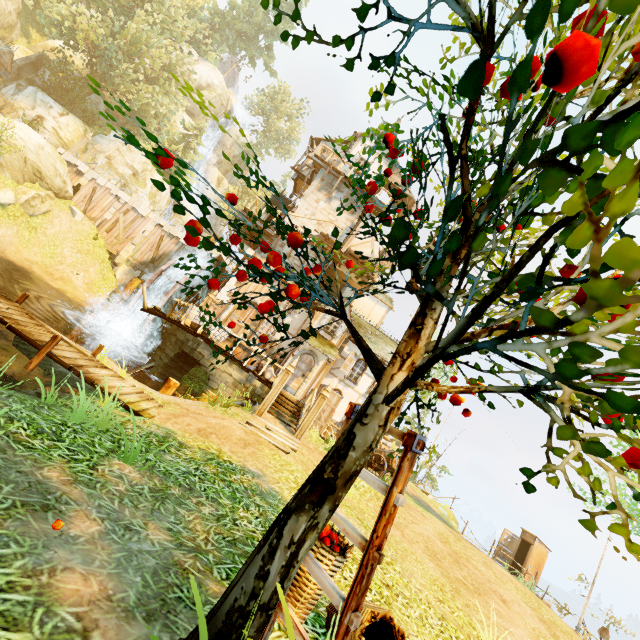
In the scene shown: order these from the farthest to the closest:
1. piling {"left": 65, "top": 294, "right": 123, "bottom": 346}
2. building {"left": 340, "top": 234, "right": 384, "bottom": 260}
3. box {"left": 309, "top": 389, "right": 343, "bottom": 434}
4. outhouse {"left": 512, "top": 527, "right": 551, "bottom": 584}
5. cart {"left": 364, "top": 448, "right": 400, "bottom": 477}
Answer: outhouse {"left": 512, "top": 527, "right": 551, "bottom": 584} → building {"left": 340, "top": 234, "right": 384, "bottom": 260} → piling {"left": 65, "top": 294, "right": 123, "bottom": 346} → box {"left": 309, "top": 389, "right": 343, "bottom": 434} → cart {"left": 364, "top": 448, "right": 400, "bottom": 477}

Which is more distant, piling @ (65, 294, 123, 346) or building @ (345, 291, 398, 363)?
building @ (345, 291, 398, 363)

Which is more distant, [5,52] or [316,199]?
[5,52]

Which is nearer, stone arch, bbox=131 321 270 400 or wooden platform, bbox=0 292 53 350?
wooden platform, bbox=0 292 53 350

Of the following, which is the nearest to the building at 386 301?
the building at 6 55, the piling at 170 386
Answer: the piling at 170 386

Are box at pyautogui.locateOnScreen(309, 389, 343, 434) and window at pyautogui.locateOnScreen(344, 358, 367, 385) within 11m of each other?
yes

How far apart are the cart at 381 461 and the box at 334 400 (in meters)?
2.16

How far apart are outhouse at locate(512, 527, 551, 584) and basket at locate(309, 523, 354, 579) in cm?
2479
